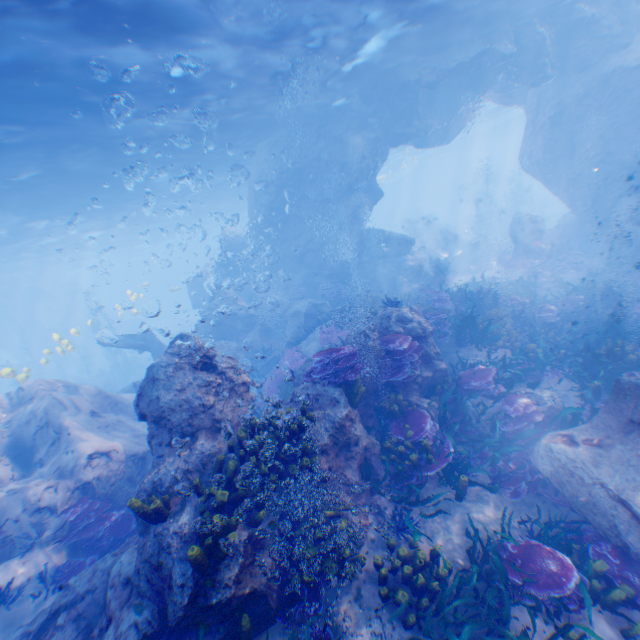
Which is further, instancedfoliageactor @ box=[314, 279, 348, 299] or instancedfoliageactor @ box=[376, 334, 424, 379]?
instancedfoliageactor @ box=[314, 279, 348, 299]

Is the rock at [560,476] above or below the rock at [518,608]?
above

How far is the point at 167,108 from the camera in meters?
13.2

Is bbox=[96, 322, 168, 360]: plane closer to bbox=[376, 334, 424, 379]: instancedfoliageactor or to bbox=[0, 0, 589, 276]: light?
bbox=[0, 0, 589, 276]: light

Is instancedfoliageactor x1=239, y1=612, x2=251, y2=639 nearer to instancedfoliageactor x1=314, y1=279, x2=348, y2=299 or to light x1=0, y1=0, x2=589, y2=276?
instancedfoliageactor x1=314, y1=279, x2=348, y2=299

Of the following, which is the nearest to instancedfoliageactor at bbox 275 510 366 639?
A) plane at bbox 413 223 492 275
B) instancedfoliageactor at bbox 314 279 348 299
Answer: instancedfoliageactor at bbox 314 279 348 299

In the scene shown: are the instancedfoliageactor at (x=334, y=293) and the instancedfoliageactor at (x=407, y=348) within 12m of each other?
yes

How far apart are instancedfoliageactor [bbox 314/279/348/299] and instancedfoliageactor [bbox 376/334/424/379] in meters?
10.9
